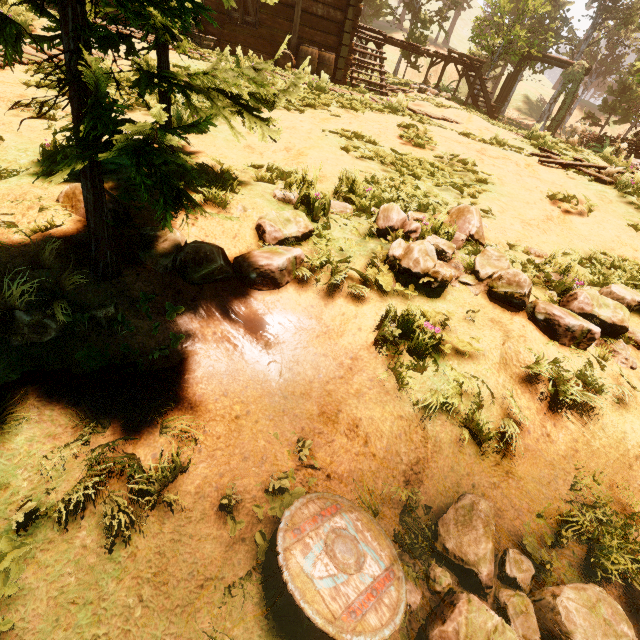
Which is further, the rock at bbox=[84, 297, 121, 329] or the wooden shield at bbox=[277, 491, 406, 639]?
the rock at bbox=[84, 297, 121, 329]

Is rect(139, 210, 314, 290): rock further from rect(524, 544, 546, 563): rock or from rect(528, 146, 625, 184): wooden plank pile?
rect(528, 146, 625, 184): wooden plank pile

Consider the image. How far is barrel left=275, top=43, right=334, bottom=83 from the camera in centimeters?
1011cm

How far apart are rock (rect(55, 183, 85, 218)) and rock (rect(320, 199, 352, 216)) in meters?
2.0

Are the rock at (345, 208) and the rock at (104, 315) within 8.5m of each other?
yes

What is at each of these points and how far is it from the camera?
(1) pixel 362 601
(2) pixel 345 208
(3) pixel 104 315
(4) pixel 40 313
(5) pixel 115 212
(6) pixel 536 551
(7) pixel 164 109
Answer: (1) wooden shield, 1.6m
(2) rock, 3.8m
(3) rock, 2.1m
(4) rock, 1.9m
(5) rock, 2.7m
(6) rock, 2.2m
(7) treerock, 3.3m

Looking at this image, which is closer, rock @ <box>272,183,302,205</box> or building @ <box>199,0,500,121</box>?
rock @ <box>272,183,302,205</box>

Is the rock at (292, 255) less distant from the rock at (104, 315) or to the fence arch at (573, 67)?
the rock at (104, 315)
